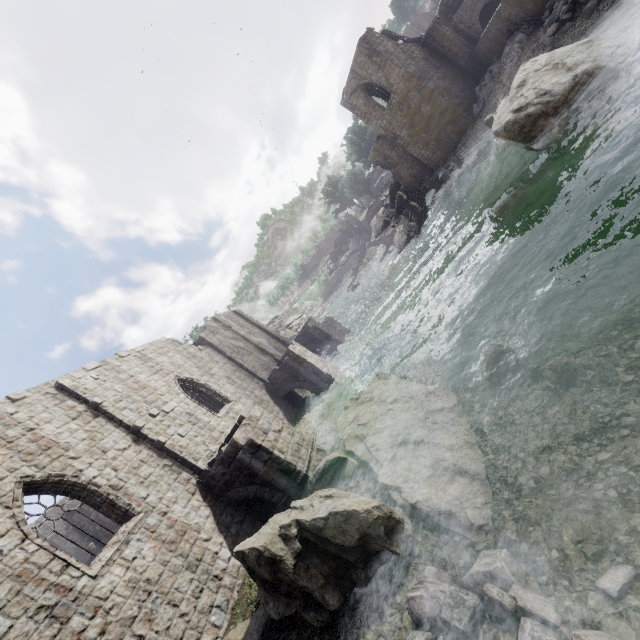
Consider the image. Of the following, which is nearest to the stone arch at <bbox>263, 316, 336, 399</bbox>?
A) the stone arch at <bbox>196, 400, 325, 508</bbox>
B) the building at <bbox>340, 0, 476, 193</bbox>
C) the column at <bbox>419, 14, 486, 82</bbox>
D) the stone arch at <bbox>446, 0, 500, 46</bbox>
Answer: the building at <bbox>340, 0, 476, 193</bbox>

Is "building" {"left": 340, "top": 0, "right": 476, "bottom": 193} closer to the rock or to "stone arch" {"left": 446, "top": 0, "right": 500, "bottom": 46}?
"stone arch" {"left": 446, "top": 0, "right": 500, "bottom": 46}

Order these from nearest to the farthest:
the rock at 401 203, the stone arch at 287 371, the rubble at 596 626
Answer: the rubble at 596 626 < the stone arch at 287 371 < the rock at 401 203

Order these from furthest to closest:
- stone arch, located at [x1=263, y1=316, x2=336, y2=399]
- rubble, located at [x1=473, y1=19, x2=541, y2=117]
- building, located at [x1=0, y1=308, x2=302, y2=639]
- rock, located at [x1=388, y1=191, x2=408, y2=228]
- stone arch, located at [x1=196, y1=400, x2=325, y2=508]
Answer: rock, located at [x1=388, y1=191, x2=408, y2=228], stone arch, located at [x1=263, y1=316, x2=336, y2=399], rubble, located at [x1=473, y1=19, x2=541, y2=117], stone arch, located at [x1=196, y1=400, x2=325, y2=508], building, located at [x1=0, y1=308, x2=302, y2=639]

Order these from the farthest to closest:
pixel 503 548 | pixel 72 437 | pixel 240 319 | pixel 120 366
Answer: pixel 240 319, pixel 120 366, pixel 72 437, pixel 503 548

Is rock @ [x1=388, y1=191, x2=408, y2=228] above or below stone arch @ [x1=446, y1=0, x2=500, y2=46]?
below

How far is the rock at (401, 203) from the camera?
37.8 meters

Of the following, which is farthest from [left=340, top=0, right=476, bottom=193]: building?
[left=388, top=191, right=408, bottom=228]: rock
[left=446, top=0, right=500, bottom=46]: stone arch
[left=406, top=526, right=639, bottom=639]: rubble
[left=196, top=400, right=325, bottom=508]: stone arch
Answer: [left=406, top=526, right=639, bottom=639]: rubble
